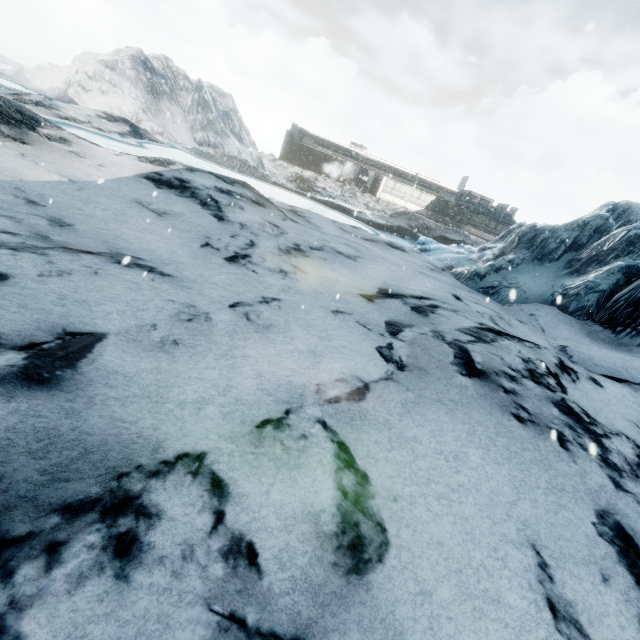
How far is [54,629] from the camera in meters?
1.1
